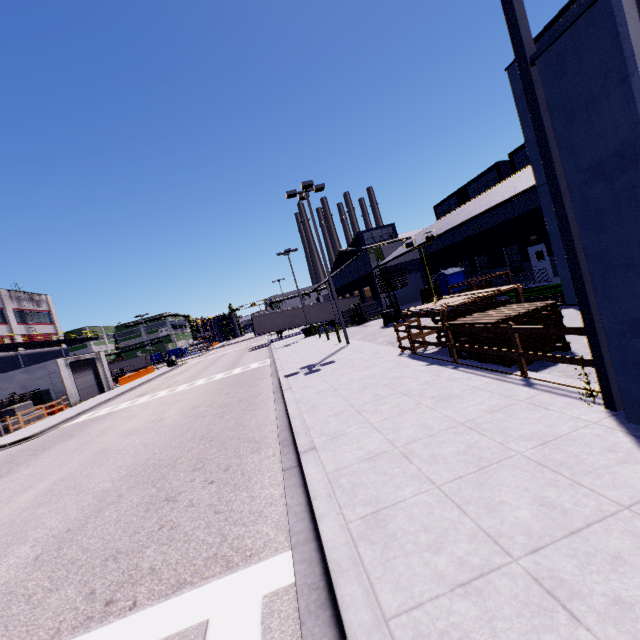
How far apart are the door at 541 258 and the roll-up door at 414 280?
15.0 meters

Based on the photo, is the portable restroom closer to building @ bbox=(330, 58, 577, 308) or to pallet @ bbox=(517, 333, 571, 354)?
building @ bbox=(330, 58, 577, 308)

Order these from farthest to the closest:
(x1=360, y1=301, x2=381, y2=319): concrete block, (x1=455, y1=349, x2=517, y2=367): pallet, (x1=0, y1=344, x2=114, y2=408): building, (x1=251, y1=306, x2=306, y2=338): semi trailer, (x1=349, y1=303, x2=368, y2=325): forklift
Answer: (x1=251, y1=306, x2=306, y2=338): semi trailer → (x1=360, y1=301, x2=381, y2=319): concrete block → (x1=349, y1=303, x2=368, y2=325): forklift → (x1=0, y1=344, x2=114, y2=408): building → (x1=455, y1=349, x2=517, y2=367): pallet

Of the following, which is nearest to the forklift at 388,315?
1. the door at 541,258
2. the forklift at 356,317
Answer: the forklift at 356,317

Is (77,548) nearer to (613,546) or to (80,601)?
(80,601)

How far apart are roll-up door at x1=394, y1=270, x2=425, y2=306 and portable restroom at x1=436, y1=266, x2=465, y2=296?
11.79m

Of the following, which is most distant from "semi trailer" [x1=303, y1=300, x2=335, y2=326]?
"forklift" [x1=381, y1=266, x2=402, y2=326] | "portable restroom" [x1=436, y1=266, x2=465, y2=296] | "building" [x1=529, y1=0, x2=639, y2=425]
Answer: "portable restroom" [x1=436, y1=266, x2=465, y2=296]

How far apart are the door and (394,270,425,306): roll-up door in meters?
15.0 m
